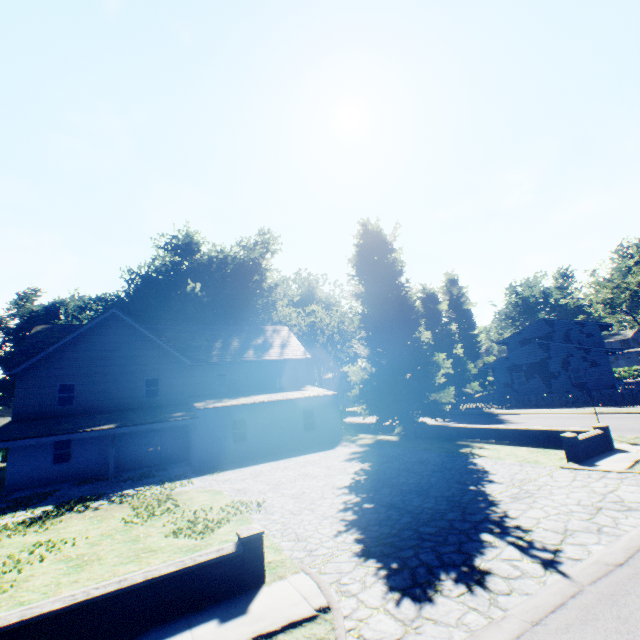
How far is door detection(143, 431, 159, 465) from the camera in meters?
22.3

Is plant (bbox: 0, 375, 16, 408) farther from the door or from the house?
the door

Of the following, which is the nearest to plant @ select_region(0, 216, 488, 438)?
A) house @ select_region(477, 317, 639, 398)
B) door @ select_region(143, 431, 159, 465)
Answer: house @ select_region(477, 317, 639, 398)

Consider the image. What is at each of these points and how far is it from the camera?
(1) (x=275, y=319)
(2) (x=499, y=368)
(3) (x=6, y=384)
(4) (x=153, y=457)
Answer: (1) plant, 37.22m
(2) house, 36.38m
(3) plant, 56.78m
(4) door, 22.47m

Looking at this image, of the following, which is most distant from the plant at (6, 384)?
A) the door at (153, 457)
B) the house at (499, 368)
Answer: the door at (153, 457)

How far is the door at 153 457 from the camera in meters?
22.3 m
